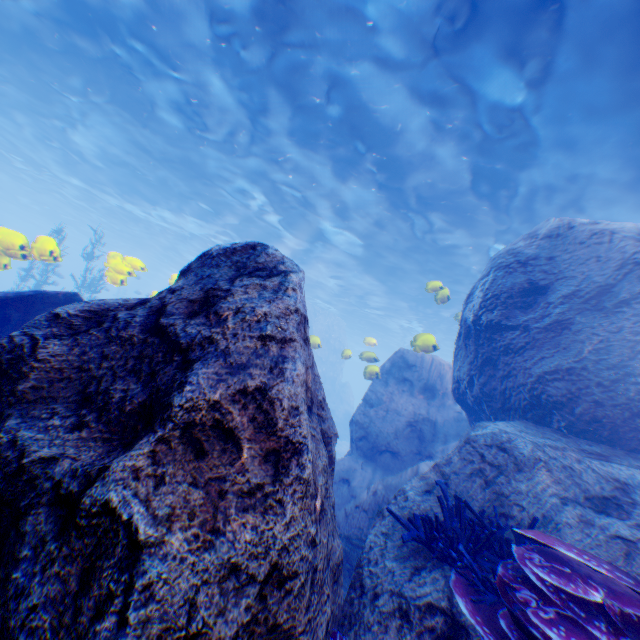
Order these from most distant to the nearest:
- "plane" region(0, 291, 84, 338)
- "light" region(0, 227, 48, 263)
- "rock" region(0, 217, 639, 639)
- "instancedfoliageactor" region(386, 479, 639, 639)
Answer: "light" region(0, 227, 48, 263) < "plane" region(0, 291, 84, 338) < "instancedfoliageactor" region(386, 479, 639, 639) < "rock" region(0, 217, 639, 639)

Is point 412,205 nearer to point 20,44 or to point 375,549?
point 375,549

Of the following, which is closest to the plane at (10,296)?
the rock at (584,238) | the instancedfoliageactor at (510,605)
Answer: the rock at (584,238)

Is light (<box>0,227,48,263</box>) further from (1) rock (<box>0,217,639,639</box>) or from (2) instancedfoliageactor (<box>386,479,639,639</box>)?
(2) instancedfoliageactor (<box>386,479,639,639</box>)

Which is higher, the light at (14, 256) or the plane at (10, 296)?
the light at (14, 256)

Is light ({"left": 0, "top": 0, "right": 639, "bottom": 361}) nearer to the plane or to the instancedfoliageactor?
the plane

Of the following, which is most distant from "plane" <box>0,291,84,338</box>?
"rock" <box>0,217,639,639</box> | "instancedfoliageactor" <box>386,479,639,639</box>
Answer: "instancedfoliageactor" <box>386,479,639,639</box>

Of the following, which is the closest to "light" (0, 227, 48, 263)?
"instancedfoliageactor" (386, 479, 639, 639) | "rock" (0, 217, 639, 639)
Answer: "rock" (0, 217, 639, 639)
